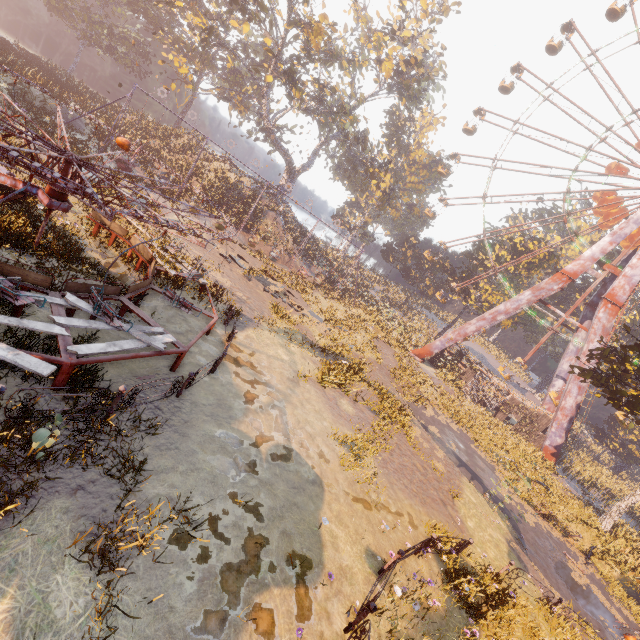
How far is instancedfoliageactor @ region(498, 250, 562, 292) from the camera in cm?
4222

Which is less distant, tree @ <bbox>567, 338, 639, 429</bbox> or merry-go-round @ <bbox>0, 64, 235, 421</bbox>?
merry-go-round @ <bbox>0, 64, 235, 421</bbox>

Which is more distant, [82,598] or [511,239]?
[511,239]

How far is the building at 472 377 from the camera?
32.4 meters

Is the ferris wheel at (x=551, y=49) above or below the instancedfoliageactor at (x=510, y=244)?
above

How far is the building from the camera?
32.44m

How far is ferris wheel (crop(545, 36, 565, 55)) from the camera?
34.7 meters

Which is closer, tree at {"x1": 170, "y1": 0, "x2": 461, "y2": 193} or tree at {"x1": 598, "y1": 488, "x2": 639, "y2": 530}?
tree at {"x1": 598, "y1": 488, "x2": 639, "y2": 530}
